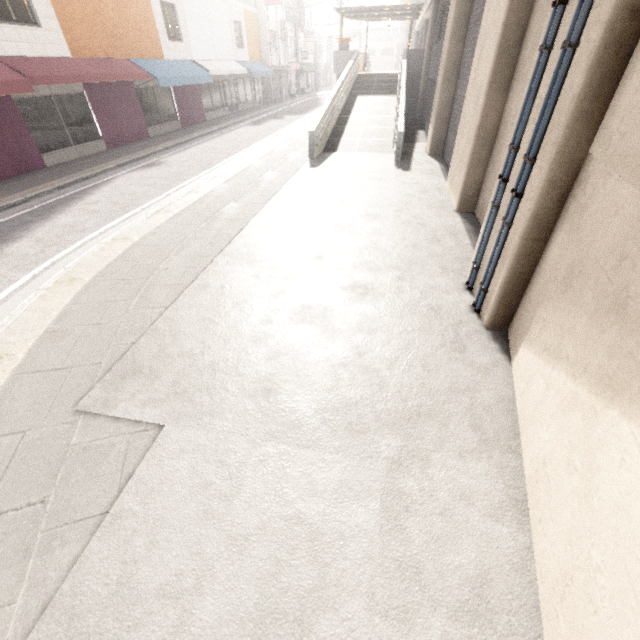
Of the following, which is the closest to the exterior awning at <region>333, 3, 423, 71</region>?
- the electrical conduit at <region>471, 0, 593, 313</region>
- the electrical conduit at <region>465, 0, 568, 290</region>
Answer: the electrical conduit at <region>465, 0, 568, 290</region>

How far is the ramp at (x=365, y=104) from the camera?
11.5 meters

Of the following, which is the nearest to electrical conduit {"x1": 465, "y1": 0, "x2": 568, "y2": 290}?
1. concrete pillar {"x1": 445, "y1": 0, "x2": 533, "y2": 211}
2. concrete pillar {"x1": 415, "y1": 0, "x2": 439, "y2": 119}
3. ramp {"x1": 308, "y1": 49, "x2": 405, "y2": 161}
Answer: concrete pillar {"x1": 445, "y1": 0, "x2": 533, "y2": 211}

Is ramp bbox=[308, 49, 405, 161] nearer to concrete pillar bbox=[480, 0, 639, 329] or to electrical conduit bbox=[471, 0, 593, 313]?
concrete pillar bbox=[480, 0, 639, 329]

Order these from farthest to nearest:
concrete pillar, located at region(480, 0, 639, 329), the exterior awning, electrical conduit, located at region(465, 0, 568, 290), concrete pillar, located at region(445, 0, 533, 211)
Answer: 1. the exterior awning
2. concrete pillar, located at region(445, 0, 533, 211)
3. electrical conduit, located at region(465, 0, 568, 290)
4. concrete pillar, located at region(480, 0, 639, 329)

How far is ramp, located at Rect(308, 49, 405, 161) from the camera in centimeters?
1155cm

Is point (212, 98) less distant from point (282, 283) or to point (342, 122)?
point (342, 122)

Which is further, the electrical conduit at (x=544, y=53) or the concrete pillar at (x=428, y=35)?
the concrete pillar at (x=428, y=35)
